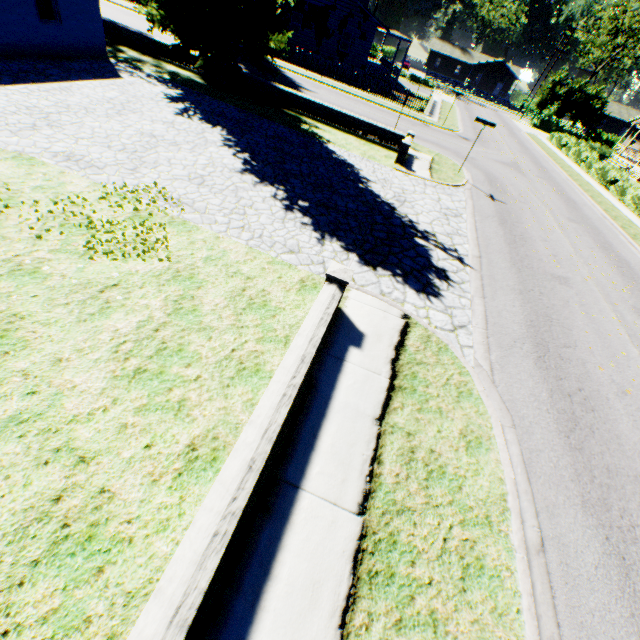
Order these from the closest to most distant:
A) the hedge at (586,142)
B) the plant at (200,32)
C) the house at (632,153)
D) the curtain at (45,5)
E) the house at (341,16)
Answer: the curtain at (45,5)
the plant at (200,32)
the hedge at (586,142)
the house at (341,16)
the house at (632,153)

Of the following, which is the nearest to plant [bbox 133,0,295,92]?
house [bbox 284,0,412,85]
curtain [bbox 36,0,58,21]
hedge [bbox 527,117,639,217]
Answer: house [bbox 284,0,412,85]

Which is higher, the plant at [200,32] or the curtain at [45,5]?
the plant at [200,32]

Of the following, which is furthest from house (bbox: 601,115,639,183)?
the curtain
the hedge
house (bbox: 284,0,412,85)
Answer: the curtain

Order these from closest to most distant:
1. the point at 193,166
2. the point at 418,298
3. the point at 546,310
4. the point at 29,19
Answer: the point at 418,298 < the point at 546,310 < the point at 193,166 < the point at 29,19

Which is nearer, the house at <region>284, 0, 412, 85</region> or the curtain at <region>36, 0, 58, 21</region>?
the curtain at <region>36, 0, 58, 21</region>

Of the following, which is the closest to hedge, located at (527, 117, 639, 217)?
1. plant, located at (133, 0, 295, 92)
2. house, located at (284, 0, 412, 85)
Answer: plant, located at (133, 0, 295, 92)

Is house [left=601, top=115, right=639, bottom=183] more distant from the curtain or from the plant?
the curtain
